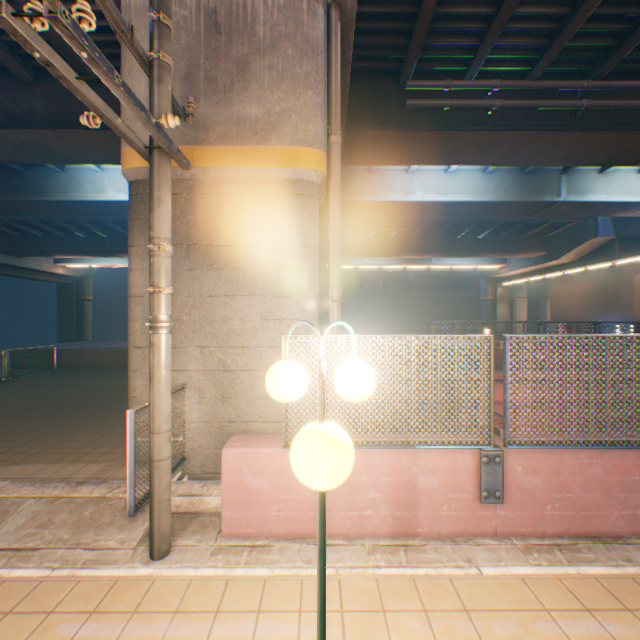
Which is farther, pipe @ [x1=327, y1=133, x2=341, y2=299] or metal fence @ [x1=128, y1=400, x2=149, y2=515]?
pipe @ [x1=327, y1=133, x2=341, y2=299]

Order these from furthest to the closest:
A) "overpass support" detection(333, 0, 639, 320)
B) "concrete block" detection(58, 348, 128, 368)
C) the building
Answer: the building
"concrete block" detection(58, 348, 128, 368)
"overpass support" detection(333, 0, 639, 320)

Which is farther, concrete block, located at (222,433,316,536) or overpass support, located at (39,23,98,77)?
overpass support, located at (39,23,98,77)

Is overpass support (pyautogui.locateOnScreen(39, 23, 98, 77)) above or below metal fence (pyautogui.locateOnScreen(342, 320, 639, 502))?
above

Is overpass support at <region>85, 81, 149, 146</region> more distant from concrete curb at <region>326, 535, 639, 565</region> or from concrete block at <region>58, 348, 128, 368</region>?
concrete curb at <region>326, 535, 639, 565</region>

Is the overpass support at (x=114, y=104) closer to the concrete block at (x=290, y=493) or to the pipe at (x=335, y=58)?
the pipe at (x=335, y=58)

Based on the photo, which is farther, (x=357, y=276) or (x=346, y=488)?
(x=357, y=276)

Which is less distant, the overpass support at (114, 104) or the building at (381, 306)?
the overpass support at (114, 104)
